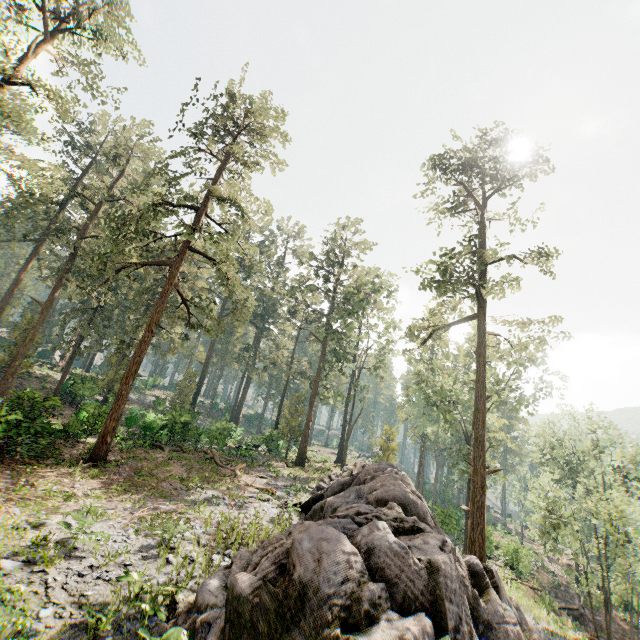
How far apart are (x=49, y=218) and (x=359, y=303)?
49.8m

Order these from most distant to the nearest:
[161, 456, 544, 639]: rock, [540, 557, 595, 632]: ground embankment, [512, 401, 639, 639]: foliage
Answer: [540, 557, 595, 632]: ground embankment, [512, 401, 639, 639]: foliage, [161, 456, 544, 639]: rock

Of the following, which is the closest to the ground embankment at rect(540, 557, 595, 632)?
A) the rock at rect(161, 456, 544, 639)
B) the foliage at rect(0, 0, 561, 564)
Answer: the foliage at rect(0, 0, 561, 564)

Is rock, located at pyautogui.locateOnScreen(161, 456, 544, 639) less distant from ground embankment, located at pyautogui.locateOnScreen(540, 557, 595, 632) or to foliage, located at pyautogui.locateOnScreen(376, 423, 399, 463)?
foliage, located at pyautogui.locateOnScreen(376, 423, 399, 463)

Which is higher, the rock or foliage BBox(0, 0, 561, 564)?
foliage BBox(0, 0, 561, 564)

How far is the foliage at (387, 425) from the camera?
32.31m

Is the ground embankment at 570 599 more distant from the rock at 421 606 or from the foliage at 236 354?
the rock at 421 606
